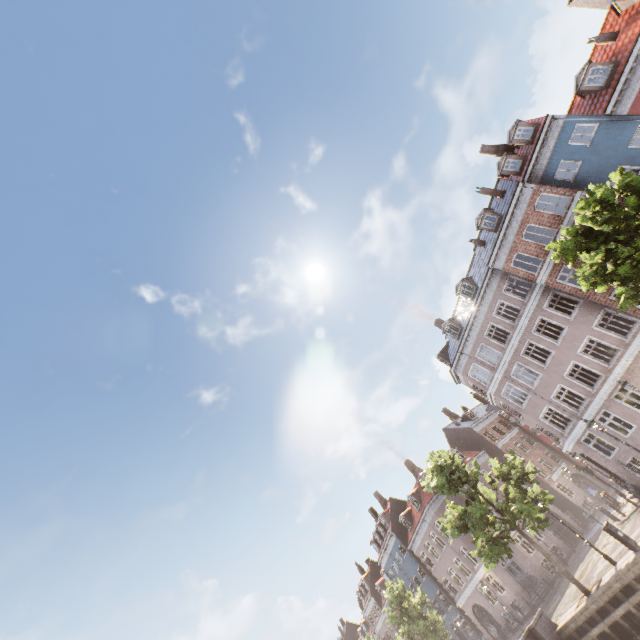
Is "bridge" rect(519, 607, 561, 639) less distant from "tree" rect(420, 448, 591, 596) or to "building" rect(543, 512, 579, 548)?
"tree" rect(420, 448, 591, 596)

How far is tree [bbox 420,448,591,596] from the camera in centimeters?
1733cm

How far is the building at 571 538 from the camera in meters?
30.9

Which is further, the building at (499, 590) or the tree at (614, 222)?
the building at (499, 590)

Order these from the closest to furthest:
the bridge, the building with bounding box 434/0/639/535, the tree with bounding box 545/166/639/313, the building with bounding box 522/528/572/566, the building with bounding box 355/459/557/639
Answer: the tree with bounding box 545/166/639/313
the bridge
the building with bounding box 434/0/639/535
the building with bounding box 355/459/557/639
the building with bounding box 522/528/572/566

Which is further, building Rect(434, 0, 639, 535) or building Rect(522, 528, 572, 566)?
building Rect(522, 528, 572, 566)

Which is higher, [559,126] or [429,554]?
→ [559,126]

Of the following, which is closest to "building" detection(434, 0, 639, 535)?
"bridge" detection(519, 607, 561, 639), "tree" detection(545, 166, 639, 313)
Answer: "tree" detection(545, 166, 639, 313)
